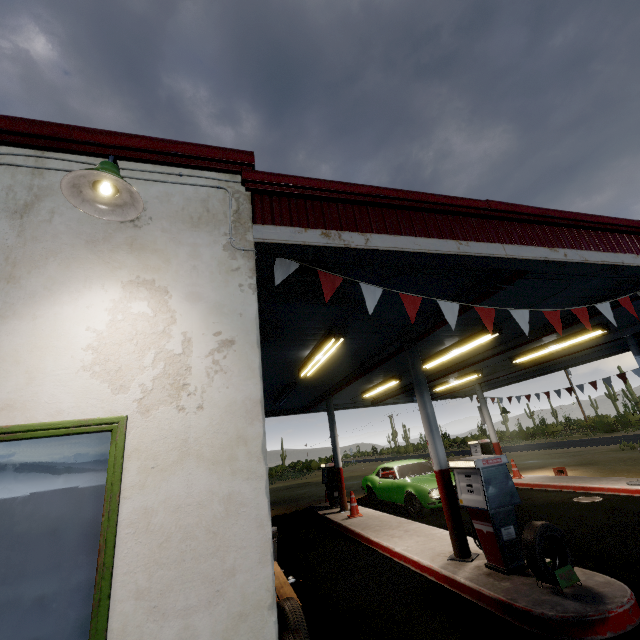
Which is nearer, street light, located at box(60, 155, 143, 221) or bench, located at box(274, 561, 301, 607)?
street light, located at box(60, 155, 143, 221)

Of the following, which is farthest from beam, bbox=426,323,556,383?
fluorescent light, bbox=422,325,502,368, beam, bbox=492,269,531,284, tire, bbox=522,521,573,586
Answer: tire, bbox=522,521,573,586

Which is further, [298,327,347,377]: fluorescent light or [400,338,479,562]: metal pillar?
[298,327,347,377]: fluorescent light

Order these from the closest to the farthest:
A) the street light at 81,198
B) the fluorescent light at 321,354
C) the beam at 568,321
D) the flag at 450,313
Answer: the street light at 81,198
the flag at 450,313
the fluorescent light at 321,354
the beam at 568,321

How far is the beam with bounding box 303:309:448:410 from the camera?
6.1 meters

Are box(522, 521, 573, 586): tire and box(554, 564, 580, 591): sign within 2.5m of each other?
yes

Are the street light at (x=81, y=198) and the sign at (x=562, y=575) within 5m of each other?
no

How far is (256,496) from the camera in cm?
212
